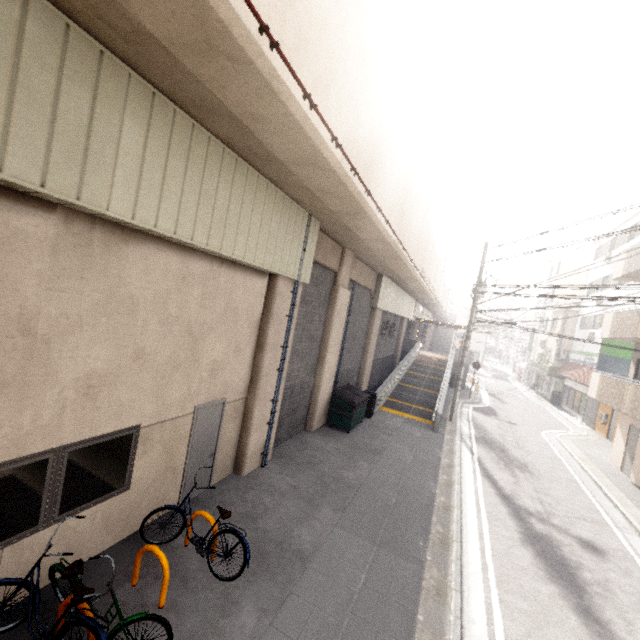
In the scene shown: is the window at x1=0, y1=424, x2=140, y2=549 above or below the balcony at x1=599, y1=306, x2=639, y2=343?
below

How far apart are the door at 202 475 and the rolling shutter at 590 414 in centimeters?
2531cm

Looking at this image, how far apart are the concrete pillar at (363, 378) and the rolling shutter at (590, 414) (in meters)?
15.91

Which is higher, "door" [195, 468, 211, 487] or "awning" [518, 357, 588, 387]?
"awning" [518, 357, 588, 387]

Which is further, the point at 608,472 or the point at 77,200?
the point at 608,472

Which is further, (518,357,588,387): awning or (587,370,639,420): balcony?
(518,357,588,387): awning

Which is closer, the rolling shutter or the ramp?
the ramp

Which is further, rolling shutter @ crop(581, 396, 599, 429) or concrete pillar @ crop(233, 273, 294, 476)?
rolling shutter @ crop(581, 396, 599, 429)
